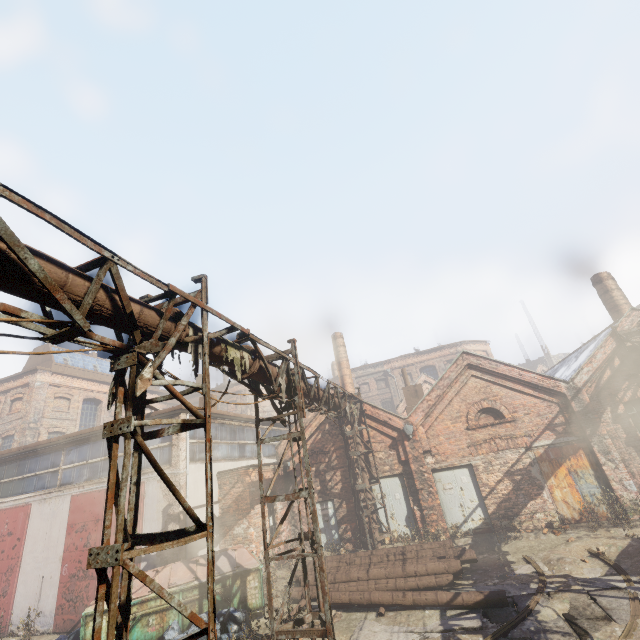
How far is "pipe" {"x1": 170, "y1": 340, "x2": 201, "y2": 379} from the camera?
5.1 meters

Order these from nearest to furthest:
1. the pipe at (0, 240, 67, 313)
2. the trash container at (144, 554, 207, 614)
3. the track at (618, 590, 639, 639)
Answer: the pipe at (0, 240, 67, 313)
the track at (618, 590, 639, 639)
the trash container at (144, 554, 207, 614)

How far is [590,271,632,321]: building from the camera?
15.8m

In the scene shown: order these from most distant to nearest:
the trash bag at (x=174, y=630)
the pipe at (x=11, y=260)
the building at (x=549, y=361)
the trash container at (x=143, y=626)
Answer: the building at (x=549, y=361), the trash container at (x=143, y=626), the trash bag at (x=174, y=630), the pipe at (x=11, y=260)

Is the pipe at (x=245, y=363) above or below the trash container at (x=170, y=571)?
above

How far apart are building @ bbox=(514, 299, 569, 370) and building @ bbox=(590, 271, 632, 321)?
29.9m

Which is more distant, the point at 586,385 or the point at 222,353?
the point at 586,385

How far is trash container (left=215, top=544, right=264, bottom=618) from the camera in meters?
9.0
